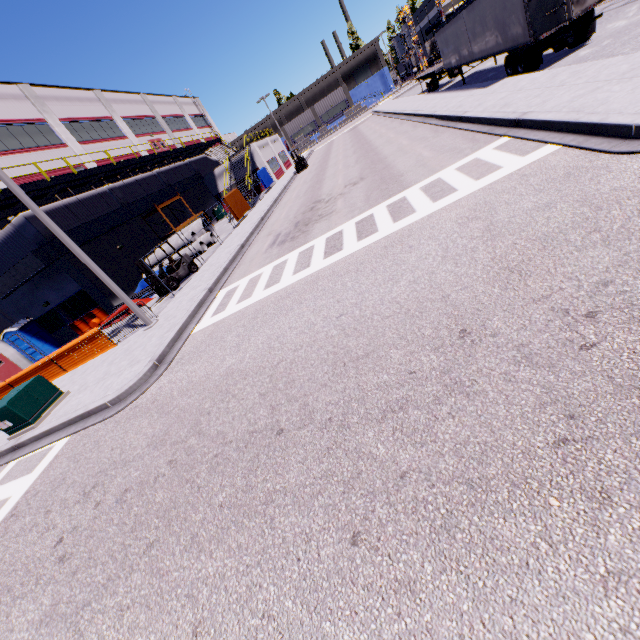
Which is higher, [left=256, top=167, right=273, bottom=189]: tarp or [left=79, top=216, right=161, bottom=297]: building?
[left=79, top=216, right=161, bottom=297]: building

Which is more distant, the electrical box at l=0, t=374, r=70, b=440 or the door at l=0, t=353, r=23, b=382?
the door at l=0, t=353, r=23, b=382

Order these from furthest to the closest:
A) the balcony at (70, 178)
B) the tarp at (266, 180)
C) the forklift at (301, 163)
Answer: the tarp at (266, 180)
the forklift at (301, 163)
the balcony at (70, 178)

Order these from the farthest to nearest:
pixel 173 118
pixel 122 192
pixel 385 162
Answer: pixel 173 118 < pixel 122 192 < pixel 385 162

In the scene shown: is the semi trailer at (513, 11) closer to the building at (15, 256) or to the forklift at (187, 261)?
the building at (15, 256)

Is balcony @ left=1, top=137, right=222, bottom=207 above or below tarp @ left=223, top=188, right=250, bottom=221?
above

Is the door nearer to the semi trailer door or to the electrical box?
the electrical box

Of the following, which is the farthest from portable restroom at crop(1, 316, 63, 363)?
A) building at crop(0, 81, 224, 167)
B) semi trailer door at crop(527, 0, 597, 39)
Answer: semi trailer door at crop(527, 0, 597, 39)
